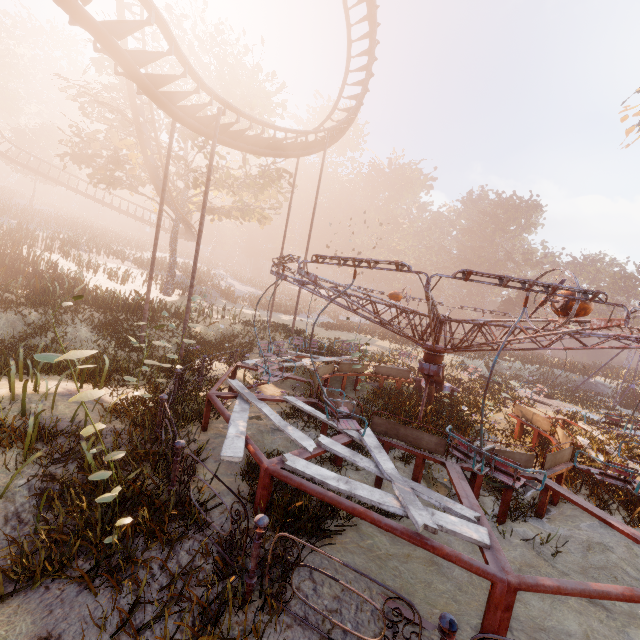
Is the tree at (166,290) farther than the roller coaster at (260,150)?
Yes

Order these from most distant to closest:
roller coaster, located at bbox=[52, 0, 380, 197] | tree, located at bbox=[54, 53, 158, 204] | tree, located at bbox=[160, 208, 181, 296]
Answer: tree, located at bbox=[160, 208, 181, 296] < tree, located at bbox=[54, 53, 158, 204] < roller coaster, located at bbox=[52, 0, 380, 197]

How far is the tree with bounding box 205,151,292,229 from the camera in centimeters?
2328cm

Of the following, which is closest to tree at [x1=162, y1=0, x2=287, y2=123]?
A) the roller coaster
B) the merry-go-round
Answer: the roller coaster

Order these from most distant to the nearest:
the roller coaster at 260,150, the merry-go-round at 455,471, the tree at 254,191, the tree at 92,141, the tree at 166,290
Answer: the tree at 166,290 < the tree at 254,191 < the tree at 92,141 < the roller coaster at 260,150 < the merry-go-round at 455,471

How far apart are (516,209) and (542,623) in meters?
65.3 m
